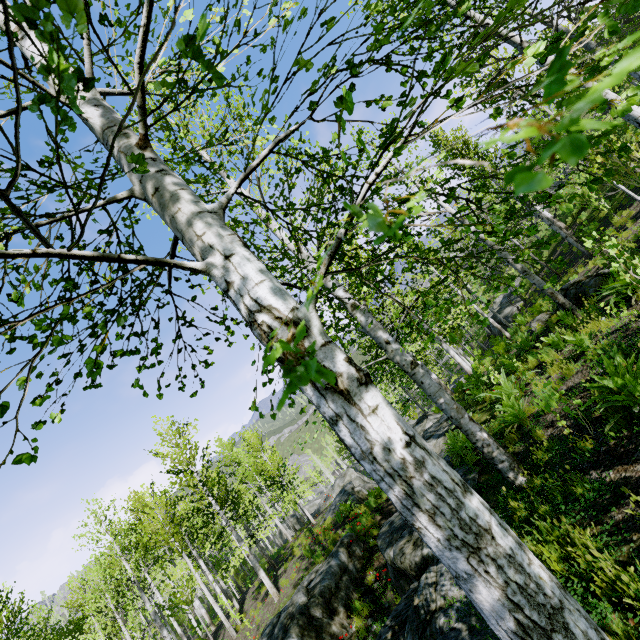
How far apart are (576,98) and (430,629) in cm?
590

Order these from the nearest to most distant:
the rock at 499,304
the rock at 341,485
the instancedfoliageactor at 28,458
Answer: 1. the instancedfoliageactor at 28,458
2. the rock at 341,485
3. the rock at 499,304

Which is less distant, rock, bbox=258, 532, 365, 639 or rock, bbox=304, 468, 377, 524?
rock, bbox=258, 532, 365, 639

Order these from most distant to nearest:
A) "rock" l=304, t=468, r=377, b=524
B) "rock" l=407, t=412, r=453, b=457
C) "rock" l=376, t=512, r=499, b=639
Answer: "rock" l=304, t=468, r=377, b=524 → "rock" l=407, t=412, r=453, b=457 → "rock" l=376, t=512, r=499, b=639

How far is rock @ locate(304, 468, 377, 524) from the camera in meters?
16.6 m

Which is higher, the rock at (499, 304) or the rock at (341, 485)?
the rock at (499, 304)

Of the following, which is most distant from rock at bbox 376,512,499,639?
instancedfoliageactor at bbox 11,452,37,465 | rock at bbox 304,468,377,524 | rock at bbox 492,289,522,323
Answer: rock at bbox 492,289,522,323

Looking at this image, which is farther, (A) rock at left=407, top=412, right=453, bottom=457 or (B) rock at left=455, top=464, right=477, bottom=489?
(A) rock at left=407, top=412, right=453, bottom=457
